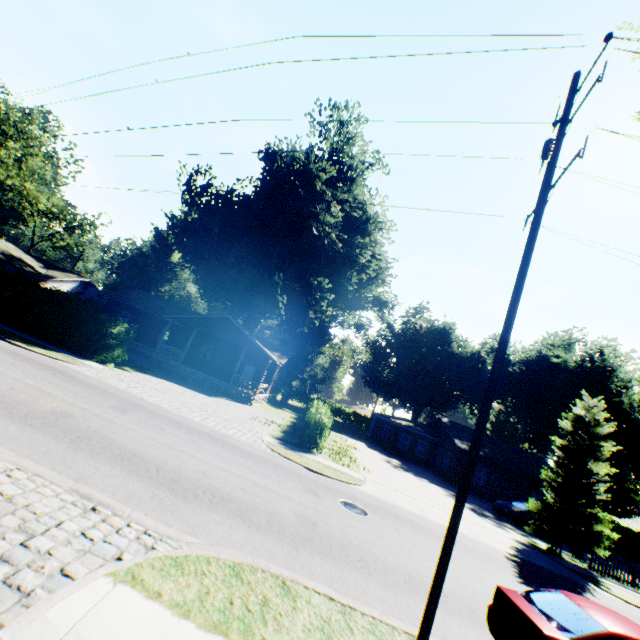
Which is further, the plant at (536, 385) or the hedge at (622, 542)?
the plant at (536, 385)

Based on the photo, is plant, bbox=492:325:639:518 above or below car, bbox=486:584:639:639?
above

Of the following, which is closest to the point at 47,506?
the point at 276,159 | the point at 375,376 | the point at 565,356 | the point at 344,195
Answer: the point at 344,195

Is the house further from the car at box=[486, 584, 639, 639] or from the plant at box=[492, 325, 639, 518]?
the car at box=[486, 584, 639, 639]

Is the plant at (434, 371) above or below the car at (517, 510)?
above

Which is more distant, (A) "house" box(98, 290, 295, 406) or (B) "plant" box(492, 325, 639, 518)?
(B) "plant" box(492, 325, 639, 518)

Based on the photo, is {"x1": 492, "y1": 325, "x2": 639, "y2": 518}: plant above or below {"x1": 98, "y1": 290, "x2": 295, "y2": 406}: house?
above

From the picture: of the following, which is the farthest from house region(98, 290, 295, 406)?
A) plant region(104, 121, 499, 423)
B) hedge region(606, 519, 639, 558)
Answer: hedge region(606, 519, 639, 558)
